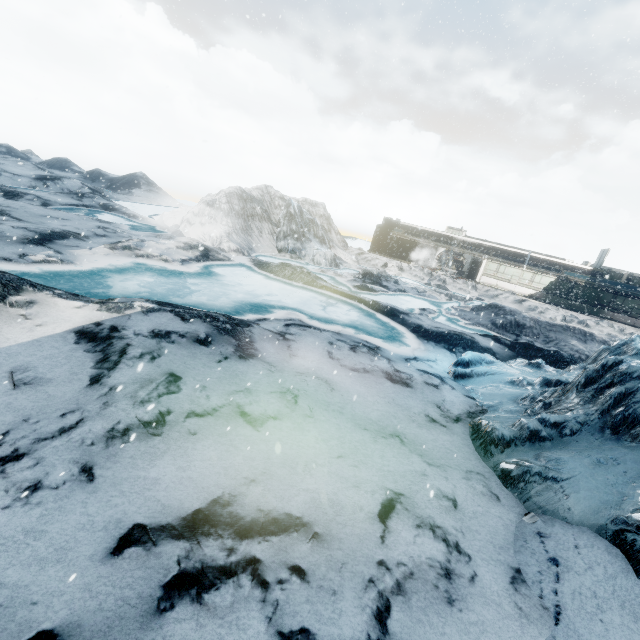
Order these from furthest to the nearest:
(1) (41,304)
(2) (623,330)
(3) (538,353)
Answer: (2) (623,330), (3) (538,353), (1) (41,304)
